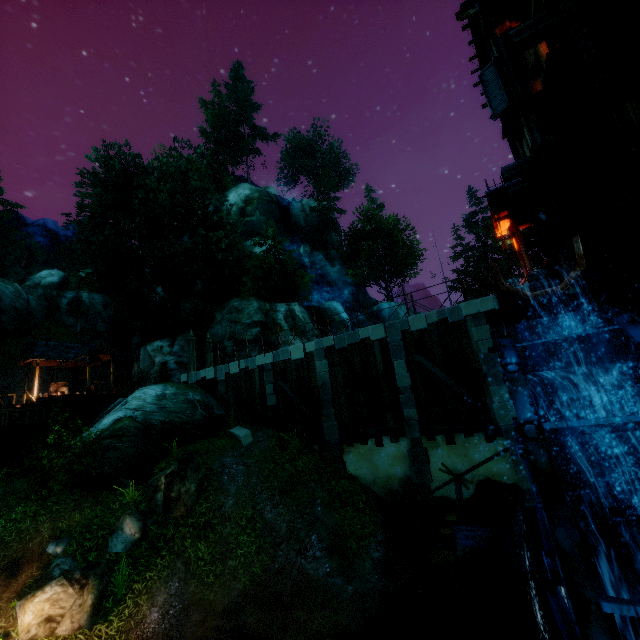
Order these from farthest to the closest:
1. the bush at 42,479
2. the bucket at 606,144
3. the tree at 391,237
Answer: the tree at 391,237 → the bush at 42,479 → the bucket at 606,144

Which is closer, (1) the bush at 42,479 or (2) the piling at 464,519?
(2) the piling at 464,519

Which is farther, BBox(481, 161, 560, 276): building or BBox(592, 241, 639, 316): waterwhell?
BBox(481, 161, 560, 276): building

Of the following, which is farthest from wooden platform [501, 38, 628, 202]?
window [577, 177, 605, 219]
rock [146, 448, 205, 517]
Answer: rock [146, 448, 205, 517]

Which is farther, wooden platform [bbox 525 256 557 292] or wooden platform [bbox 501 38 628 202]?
wooden platform [bbox 525 256 557 292]

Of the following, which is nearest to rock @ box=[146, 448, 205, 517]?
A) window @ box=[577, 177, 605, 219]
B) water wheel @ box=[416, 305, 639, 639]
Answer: water wheel @ box=[416, 305, 639, 639]

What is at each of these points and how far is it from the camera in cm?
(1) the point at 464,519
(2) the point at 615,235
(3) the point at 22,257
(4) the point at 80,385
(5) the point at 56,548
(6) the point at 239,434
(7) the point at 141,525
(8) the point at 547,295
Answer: (1) piling, 587
(2) tower, 618
(3) tree, 5981
(4) box, 2623
(5) rock, 898
(6) stone, 1462
(7) rock, 977
(8) drain, 435

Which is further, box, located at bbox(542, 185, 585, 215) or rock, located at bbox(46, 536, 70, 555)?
rock, located at bbox(46, 536, 70, 555)
